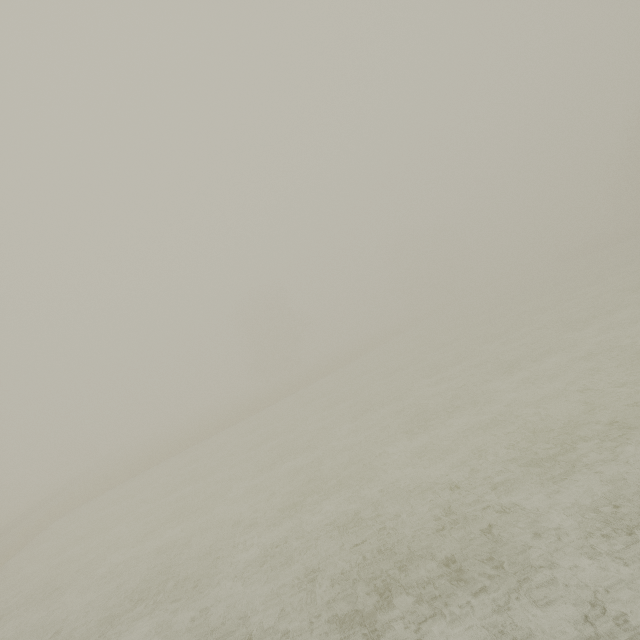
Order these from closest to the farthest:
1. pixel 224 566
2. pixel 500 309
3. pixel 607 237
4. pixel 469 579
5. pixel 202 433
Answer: pixel 469 579
pixel 224 566
pixel 202 433
pixel 500 309
pixel 607 237
